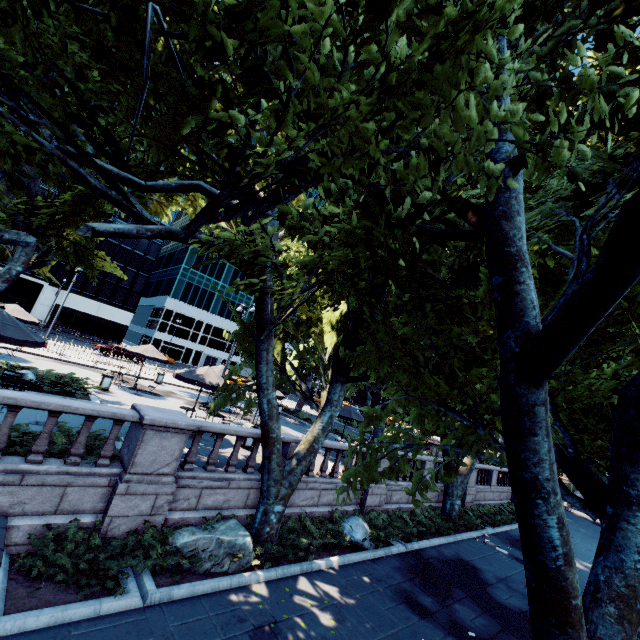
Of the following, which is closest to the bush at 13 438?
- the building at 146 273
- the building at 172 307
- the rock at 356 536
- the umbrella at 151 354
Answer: the rock at 356 536

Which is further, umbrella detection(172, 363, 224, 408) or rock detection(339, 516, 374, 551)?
umbrella detection(172, 363, 224, 408)

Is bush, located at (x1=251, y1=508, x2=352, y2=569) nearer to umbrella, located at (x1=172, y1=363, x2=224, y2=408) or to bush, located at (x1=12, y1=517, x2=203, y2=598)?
bush, located at (x1=12, y1=517, x2=203, y2=598)

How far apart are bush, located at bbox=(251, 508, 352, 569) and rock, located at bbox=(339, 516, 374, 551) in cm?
92

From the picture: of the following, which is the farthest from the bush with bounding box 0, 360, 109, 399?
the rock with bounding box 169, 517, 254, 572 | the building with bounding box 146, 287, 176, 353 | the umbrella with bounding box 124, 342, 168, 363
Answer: the building with bounding box 146, 287, 176, 353

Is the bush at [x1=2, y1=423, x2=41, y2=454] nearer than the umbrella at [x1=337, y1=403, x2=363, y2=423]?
Yes

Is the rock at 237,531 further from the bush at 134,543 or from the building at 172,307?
the building at 172,307

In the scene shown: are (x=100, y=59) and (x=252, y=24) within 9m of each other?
yes
